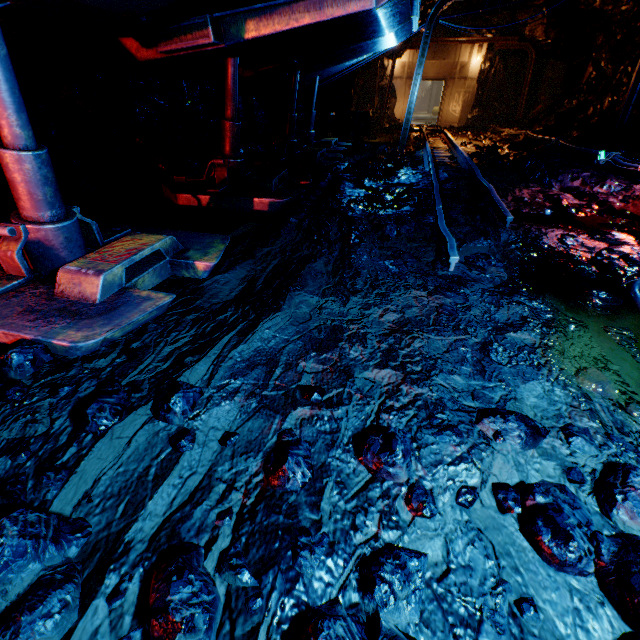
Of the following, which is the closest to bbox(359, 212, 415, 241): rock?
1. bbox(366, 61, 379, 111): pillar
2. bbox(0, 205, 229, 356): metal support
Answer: bbox(366, 61, 379, 111): pillar

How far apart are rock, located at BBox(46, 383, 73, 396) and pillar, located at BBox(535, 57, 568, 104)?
21.68m

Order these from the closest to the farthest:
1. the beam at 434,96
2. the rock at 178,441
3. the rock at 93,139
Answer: the rock at 178,441 < the rock at 93,139 < the beam at 434,96

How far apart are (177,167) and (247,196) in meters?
2.7 m

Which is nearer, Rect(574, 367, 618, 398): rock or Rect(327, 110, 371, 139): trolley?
Rect(574, 367, 618, 398): rock

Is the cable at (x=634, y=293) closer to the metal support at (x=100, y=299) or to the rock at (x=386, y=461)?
the rock at (x=386, y=461)

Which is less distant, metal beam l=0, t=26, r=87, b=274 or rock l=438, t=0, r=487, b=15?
metal beam l=0, t=26, r=87, b=274

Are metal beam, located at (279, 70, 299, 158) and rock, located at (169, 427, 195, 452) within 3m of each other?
no
